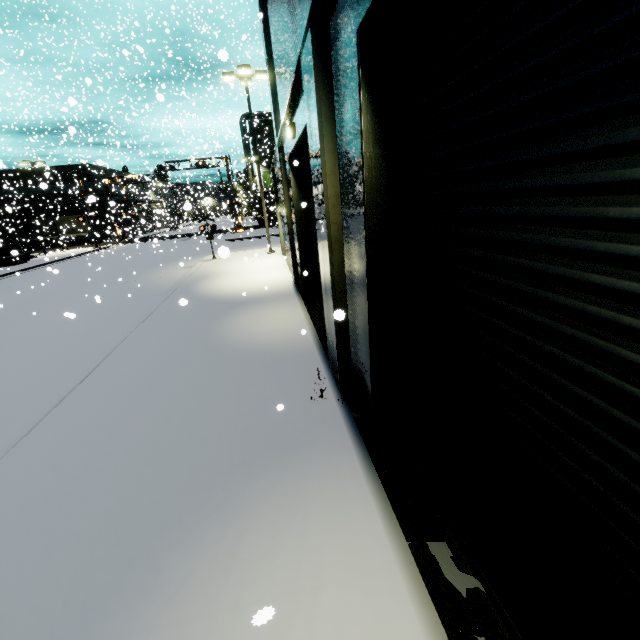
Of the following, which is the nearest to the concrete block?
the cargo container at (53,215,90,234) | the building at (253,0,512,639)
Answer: the building at (253,0,512,639)

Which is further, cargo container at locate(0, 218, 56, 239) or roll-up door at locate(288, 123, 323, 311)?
cargo container at locate(0, 218, 56, 239)

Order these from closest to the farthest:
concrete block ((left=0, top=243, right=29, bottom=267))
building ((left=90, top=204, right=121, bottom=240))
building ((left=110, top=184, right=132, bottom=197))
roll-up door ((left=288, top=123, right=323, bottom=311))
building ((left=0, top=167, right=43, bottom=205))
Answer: roll-up door ((left=288, top=123, right=323, bottom=311))
concrete block ((left=0, top=243, right=29, bottom=267))
building ((left=110, top=184, right=132, bottom=197))
building ((left=90, top=204, right=121, bottom=240))
building ((left=0, top=167, right=43, bottom=205))

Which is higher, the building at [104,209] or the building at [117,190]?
the building at [117,190]

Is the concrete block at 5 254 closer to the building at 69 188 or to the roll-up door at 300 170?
the building at 69 188

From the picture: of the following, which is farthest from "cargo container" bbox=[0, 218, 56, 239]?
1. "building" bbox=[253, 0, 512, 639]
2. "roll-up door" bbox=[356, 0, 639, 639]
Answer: "roll-up door" bbox=[356, 0, 639, 639]

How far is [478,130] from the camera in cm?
196

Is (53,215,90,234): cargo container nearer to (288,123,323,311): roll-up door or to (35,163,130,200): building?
(35,163,130,200): building
